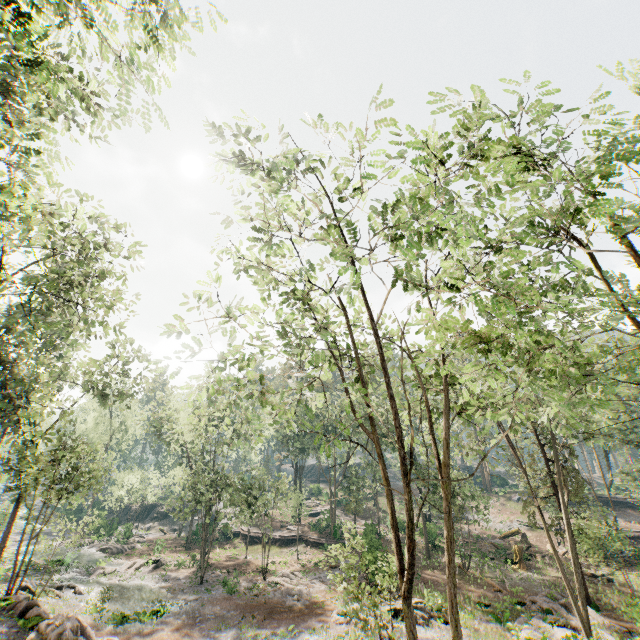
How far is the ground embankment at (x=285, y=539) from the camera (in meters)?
40.12

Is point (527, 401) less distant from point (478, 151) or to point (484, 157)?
point (478, 151)

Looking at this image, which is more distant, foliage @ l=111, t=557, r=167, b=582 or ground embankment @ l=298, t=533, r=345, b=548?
ground embankment @ l=298, t=533, r=345, b=548

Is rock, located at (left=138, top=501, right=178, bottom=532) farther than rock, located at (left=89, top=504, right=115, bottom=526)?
Yes

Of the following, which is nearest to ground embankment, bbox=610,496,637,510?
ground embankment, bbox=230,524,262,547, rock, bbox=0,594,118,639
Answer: ground embankment, bbox=230,524,262,547

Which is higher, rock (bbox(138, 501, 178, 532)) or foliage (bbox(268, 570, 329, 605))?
rock (bbox(138, 501, 178, 532))

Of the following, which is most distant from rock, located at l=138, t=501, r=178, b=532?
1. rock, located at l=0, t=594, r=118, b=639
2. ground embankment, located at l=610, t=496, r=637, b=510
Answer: ground embankment, located at l=610, t=496, r=637, b=510

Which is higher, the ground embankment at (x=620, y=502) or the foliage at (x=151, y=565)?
the ground embankment at (x=620, y=502)
